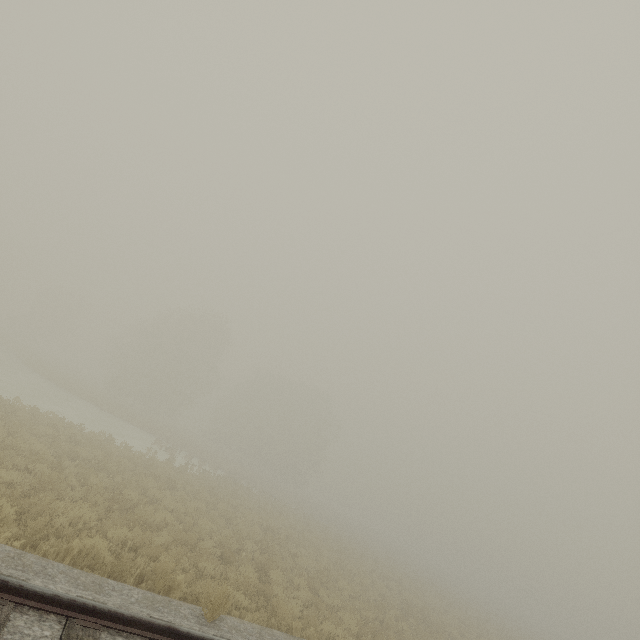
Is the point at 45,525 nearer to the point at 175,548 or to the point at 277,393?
the point at 175,548
